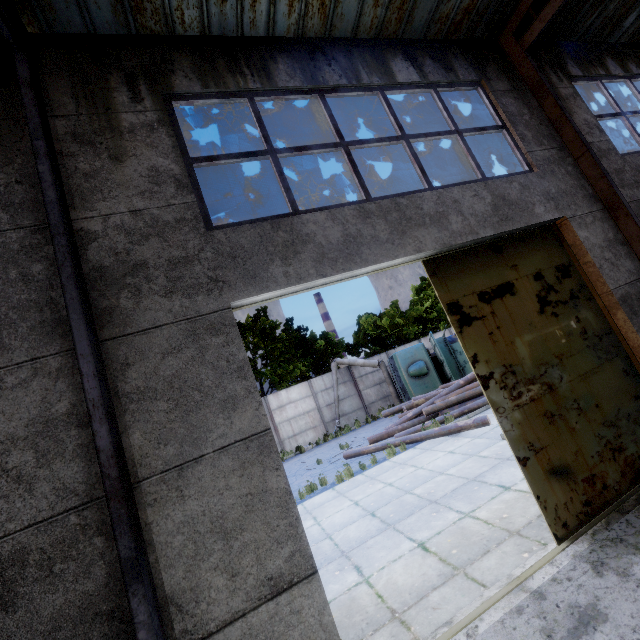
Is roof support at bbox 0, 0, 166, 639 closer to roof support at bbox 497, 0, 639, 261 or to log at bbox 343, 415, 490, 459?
roof support at bbox 497, 0, 639, 261

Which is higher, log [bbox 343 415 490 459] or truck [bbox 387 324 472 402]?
truck [bbox 387 324 472 402]

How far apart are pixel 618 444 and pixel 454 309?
2.9 meters

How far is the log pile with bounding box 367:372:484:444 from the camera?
13.0m

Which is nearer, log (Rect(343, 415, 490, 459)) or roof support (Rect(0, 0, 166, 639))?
roof support (Rect(0, 0, 166, 639))

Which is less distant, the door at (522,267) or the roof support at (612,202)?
the door at (522,267)

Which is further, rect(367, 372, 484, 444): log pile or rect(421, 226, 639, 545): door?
rect(367, 372, 484, 444): log pile

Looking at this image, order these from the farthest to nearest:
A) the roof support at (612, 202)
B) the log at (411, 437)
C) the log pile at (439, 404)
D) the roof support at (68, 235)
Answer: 1. the log pile at (439, 404)
2. the log at (411, 437)
3. the roof support at (612, 202)
4. the roof support at (68, 235)
